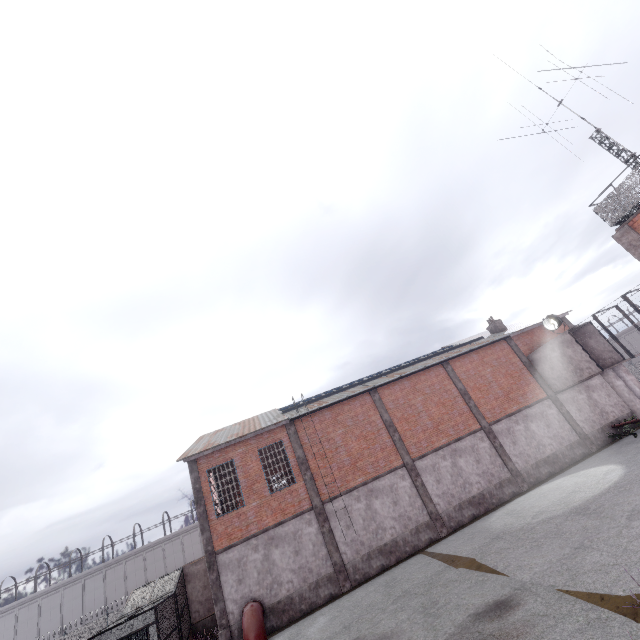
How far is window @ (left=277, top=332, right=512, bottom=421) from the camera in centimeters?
2078cm

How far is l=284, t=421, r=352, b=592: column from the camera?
16.4 meters

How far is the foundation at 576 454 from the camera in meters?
19.8 m

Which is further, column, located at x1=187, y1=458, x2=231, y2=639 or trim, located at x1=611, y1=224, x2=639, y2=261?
column, located at x1=187, y1=458, x2=231, y2=639

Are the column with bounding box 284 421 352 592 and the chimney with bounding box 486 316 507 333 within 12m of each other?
no

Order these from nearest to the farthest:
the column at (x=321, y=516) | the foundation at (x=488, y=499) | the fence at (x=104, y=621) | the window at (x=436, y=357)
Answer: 1. the column at (x=321, y=516)
2. the foundation at (x=488, y=499)
3. the window at (x=436, y=357)
4. the fence at (x=104, y=621)

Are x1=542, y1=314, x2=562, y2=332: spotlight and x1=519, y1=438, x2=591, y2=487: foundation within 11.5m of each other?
yes

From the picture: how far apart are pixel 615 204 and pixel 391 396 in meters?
15.7
